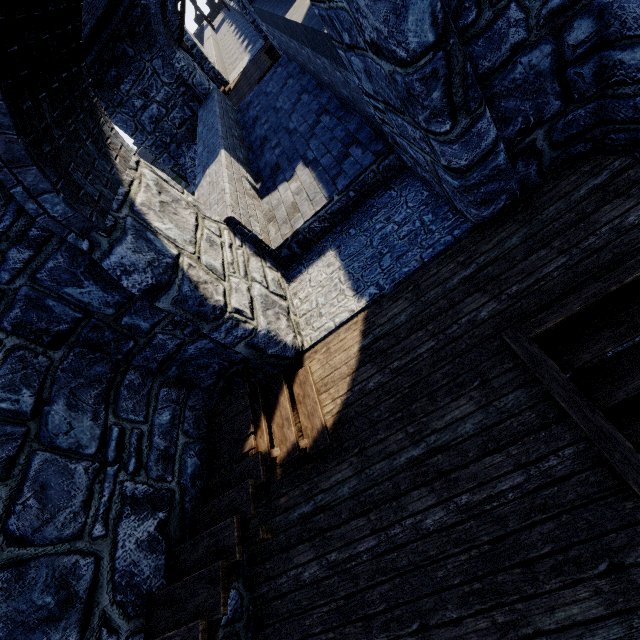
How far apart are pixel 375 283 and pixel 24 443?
4.2 meters
